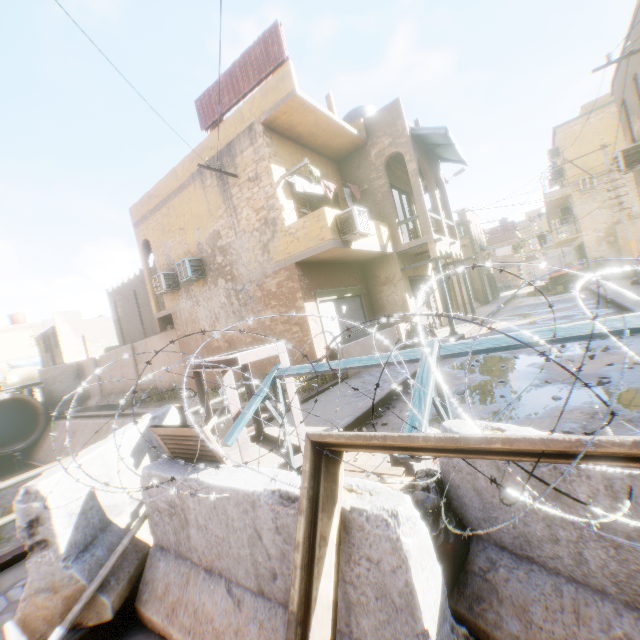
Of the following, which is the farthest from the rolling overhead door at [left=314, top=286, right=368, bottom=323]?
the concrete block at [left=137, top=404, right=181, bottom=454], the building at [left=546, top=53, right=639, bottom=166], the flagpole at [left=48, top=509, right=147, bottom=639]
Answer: the flagpole at [left=48, top=509, right=147, bottom=639]

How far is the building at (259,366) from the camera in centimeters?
1182cm

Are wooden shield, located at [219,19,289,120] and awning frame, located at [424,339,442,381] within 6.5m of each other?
no

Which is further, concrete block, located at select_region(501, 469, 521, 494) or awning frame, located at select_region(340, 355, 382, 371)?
awning frame, located at select_region(340, 355, 382, 371)

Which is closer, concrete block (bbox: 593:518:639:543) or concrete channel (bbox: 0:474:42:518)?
concrete block (bbox: 593:518:639:543)

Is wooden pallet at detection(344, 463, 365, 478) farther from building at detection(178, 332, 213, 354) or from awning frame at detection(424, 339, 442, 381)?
building at detection(178, 332, 213, 354)

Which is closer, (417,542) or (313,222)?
(417,542)

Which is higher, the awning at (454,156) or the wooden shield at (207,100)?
the wooden shield at (207,100)
